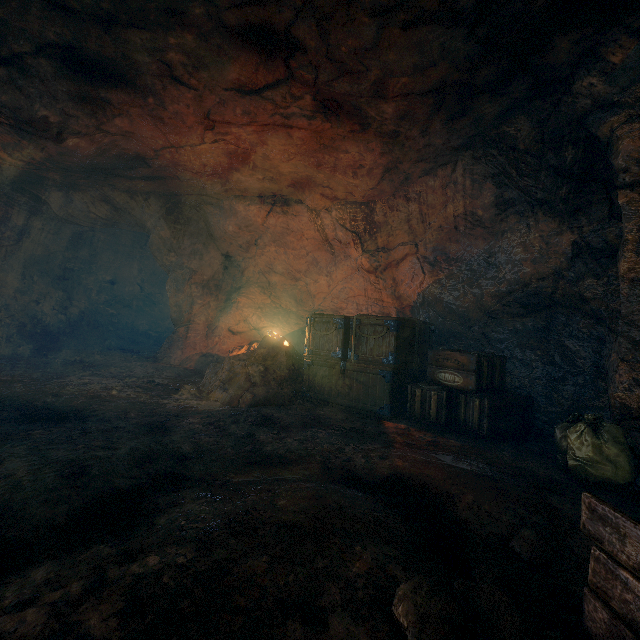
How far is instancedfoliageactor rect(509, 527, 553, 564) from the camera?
2.2 meters

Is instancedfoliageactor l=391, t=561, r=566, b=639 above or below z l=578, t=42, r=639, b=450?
below

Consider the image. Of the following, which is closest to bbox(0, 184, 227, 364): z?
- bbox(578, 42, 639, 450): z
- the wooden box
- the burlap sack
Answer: the burlap sack

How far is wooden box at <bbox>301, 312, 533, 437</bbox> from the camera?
5.0m

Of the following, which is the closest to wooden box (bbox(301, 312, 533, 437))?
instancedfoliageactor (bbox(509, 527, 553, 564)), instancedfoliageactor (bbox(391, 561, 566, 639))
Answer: instancedfoliageactor (bbox(509, 527, 553, 564))

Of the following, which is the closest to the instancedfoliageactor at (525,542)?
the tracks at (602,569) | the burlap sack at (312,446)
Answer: the burlap sack at (312,446)

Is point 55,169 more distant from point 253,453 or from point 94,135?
point 253,453

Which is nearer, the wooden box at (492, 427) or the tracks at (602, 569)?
the tracks at (602, 569)
